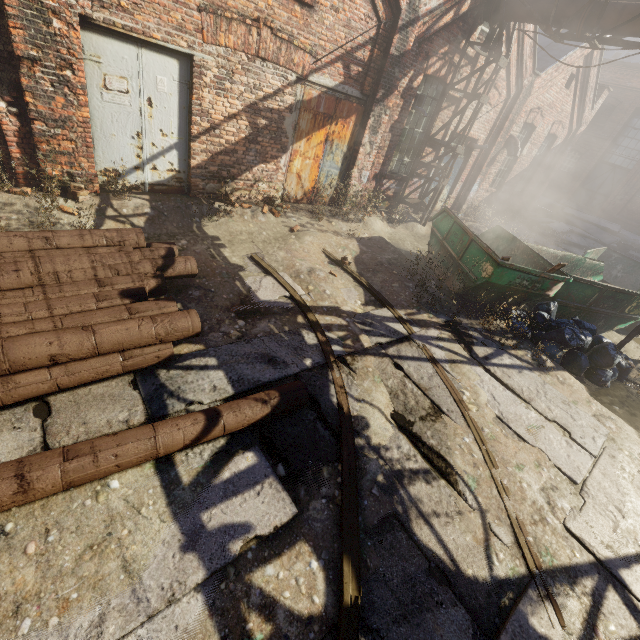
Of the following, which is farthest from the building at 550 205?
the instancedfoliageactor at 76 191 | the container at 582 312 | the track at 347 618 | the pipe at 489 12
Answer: the instancedfoliageactor at 76 191

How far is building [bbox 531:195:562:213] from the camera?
21.0m

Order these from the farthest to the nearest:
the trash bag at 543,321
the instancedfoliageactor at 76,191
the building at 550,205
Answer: the building at 550,205
the trash bag at 543,321
the instancedfoliageactor at 76,191

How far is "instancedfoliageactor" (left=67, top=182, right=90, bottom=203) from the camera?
5.5m

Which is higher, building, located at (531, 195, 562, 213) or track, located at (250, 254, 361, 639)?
building, located at (531, 195, 562, 213)

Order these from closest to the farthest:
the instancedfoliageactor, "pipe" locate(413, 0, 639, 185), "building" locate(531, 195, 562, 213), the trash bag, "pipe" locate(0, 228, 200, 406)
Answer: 1. "pipe" locate(0, 228, 200, 406)
2. the instancedfoliageactor
3. the trash bag
4. "pipe" locate(413, 0, 639, 185)
5. "building" locate(531, 195, 562, 213)

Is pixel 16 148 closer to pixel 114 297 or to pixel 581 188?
pixel 114 297

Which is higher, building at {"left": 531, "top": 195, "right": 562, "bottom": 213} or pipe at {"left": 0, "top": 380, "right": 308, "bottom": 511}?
building at {"left": 531, "top": 195, "right": 562, "bottom": 213}
